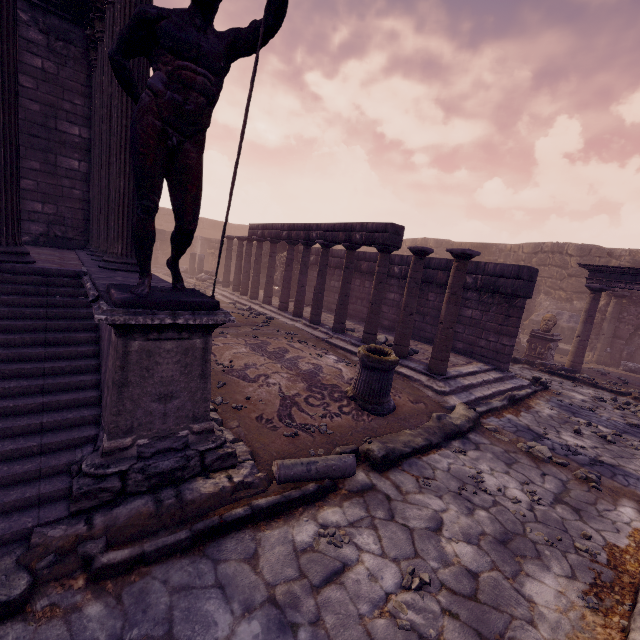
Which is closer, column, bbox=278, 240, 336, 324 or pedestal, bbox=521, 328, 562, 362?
column, bbox=278, 240, 336, 324

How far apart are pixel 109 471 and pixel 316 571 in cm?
180

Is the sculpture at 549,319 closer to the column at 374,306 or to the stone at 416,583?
the column at 374,306

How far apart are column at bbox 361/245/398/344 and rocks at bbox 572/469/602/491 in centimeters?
475cm

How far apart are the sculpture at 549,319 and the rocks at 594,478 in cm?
849

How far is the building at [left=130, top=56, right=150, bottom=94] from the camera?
4.5 meters

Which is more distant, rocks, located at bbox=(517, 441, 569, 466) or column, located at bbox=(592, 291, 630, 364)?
column, located at bbox=(592, 291, 630, 364)

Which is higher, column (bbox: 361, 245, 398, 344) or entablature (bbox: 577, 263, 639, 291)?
entablature (bbox: 577, 263, 639, 291)
